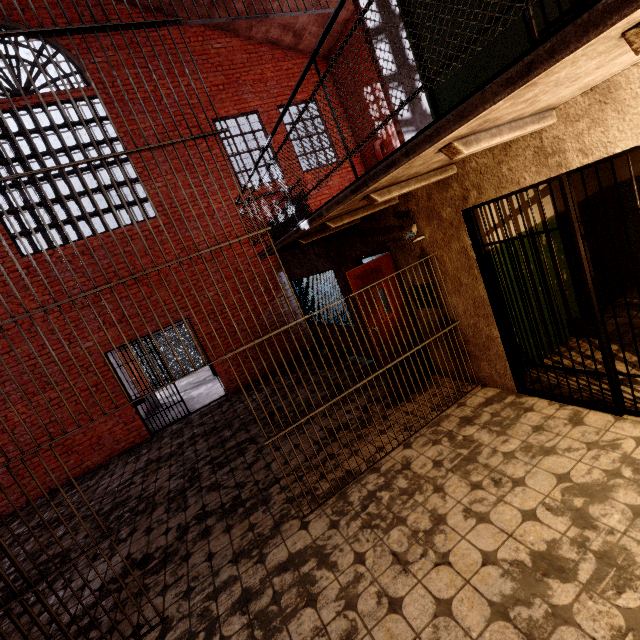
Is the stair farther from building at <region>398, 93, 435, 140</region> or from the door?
building at <region>398, 93, 435, 140</region>

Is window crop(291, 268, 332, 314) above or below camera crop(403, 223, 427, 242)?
below

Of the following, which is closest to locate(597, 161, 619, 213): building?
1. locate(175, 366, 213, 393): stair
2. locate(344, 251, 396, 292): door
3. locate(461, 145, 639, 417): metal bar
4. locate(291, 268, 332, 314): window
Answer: locate(461, 145, 639, 417): metal bar

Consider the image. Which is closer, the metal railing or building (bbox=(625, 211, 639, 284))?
the metal railing

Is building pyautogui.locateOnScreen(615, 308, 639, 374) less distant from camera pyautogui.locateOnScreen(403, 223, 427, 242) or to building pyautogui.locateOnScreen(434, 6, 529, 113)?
building pyautogui.locateOnScreen(434, 6, 529, 113)

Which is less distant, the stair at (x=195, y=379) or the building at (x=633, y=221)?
the building at (x=633, y=221)

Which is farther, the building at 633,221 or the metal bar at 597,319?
the building at 633,221

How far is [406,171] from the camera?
2.6 meters
